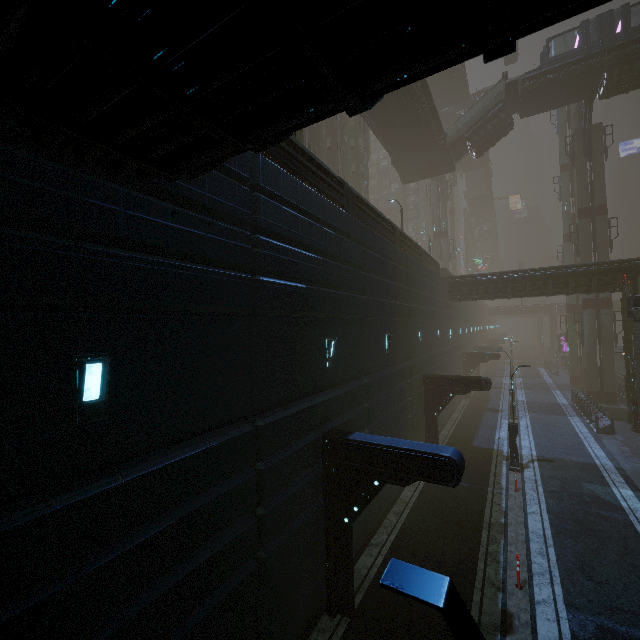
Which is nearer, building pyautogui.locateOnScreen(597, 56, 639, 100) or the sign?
the sign

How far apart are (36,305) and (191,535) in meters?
4.2 m

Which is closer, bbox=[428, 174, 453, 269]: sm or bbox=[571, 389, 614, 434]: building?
bbox=[571, 389, 614, 434]: building

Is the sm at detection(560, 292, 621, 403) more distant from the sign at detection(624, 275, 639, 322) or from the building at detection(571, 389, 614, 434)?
the sign at detection(624, 275, 639, 322)

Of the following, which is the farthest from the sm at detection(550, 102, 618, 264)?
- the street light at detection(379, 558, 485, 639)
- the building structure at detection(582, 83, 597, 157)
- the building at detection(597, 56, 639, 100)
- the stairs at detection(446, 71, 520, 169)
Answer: the street light at detection(379, 558, 485, 639)

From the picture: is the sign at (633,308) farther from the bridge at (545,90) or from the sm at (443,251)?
the bridge at (545,90)

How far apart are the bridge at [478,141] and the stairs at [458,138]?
0.00m

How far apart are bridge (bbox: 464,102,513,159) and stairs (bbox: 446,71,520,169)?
0.0m
